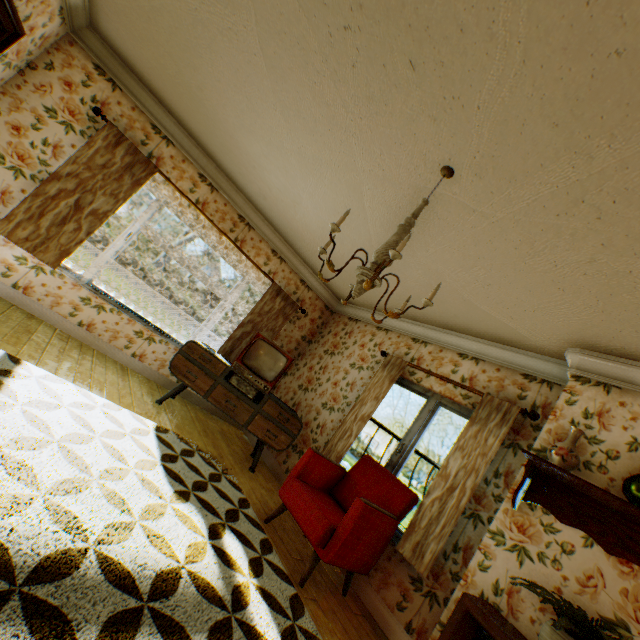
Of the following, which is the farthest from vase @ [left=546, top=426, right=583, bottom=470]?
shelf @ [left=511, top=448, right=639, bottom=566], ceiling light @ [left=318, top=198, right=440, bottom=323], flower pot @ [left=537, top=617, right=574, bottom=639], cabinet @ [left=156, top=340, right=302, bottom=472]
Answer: cabinet @ [left=156, top=340, right=302, bottom=472]

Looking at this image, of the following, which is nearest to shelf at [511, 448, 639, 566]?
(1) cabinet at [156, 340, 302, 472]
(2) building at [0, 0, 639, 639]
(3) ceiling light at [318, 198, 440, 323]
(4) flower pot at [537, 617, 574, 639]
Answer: (2) building at [0, 0, 639, 639]

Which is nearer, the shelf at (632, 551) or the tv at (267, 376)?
the shelf at (632, 551)

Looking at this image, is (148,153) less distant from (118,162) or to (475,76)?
(118,162)

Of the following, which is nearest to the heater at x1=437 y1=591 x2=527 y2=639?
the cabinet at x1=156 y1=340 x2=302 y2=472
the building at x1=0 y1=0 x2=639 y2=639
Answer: the building at x1=0 y1=0 x2=639 y2=639

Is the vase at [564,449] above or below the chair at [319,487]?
above

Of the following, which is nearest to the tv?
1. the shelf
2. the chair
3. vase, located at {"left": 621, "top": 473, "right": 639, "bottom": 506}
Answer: the chair

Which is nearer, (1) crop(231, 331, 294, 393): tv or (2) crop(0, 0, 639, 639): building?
(2) crop(0, 0, 639, 639): building
